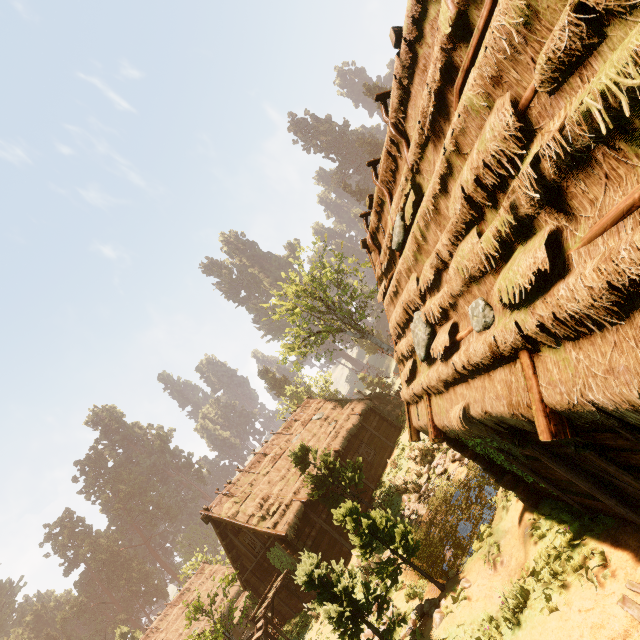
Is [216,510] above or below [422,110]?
above

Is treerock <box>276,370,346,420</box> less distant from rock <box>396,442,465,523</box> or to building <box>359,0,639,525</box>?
building <box>359,0,639,525</box>

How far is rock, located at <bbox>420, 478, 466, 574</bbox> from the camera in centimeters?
1182cm

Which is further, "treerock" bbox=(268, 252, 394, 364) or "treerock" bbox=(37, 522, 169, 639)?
"treerock" bbox=(37, 522, 169, 639)

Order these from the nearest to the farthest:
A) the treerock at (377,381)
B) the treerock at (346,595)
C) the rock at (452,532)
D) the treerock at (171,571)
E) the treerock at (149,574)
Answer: the treerock at (346,595), the rock at (452,532), the treerock at (171,571), the treerock at (377,381), the treerock at (149,574)

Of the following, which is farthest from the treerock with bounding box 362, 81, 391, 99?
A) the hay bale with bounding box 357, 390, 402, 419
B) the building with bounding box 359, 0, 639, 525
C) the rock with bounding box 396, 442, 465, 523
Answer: the hay bale with bounding box 357, 390, 402, 419

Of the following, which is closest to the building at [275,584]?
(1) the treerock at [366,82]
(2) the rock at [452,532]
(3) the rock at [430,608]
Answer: (1) the treerock at [366,82]
